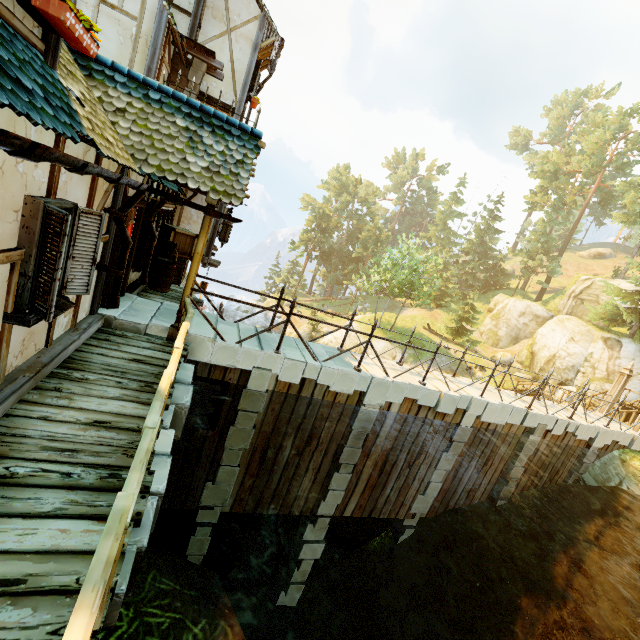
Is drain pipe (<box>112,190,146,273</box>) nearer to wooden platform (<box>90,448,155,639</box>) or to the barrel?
wooden platform (<box>90,448,155,639</box>)

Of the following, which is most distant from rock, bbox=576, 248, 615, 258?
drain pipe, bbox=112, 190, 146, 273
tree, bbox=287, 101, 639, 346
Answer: drain pipe, bbox=112, 190, 146, 273

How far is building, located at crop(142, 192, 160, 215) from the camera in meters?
7.5 m

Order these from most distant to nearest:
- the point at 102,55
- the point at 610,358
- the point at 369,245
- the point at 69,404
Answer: the point at 369,245 < the point at 610,358 < the point at 102,55 < the point at 69,404

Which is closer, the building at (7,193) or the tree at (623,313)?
the building at (7,193)

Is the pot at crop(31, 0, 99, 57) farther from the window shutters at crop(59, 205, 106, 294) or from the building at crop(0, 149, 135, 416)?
the window shutters at crop(59, 205, 106, 294)

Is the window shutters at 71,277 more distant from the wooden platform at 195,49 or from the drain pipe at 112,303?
the wooden platform at 195,49

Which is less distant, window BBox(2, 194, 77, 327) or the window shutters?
window BBox(2, 194, 77, 327)
